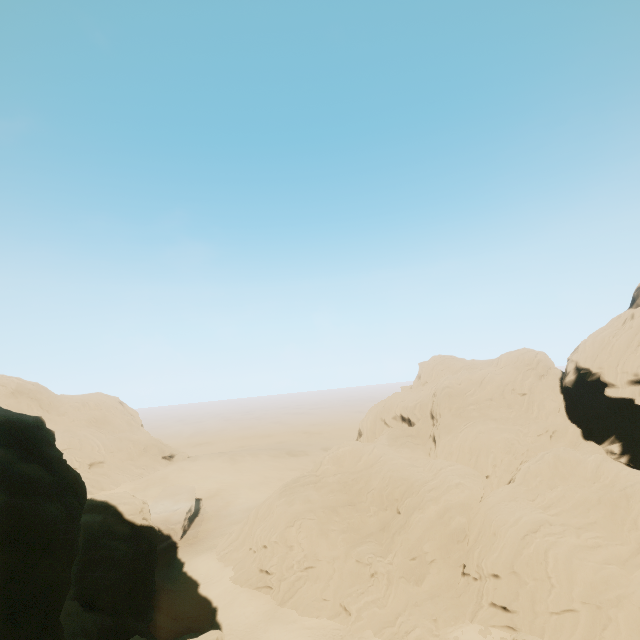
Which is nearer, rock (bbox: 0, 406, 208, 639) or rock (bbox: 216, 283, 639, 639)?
rock (bbox: 0, 406, 208, 639)

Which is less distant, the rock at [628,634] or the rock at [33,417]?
the rock at [33,417]

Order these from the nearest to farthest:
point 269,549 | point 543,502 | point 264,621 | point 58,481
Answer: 1. point 58,481
2. point 264,621
3. point 543,502
4. point 269,549
